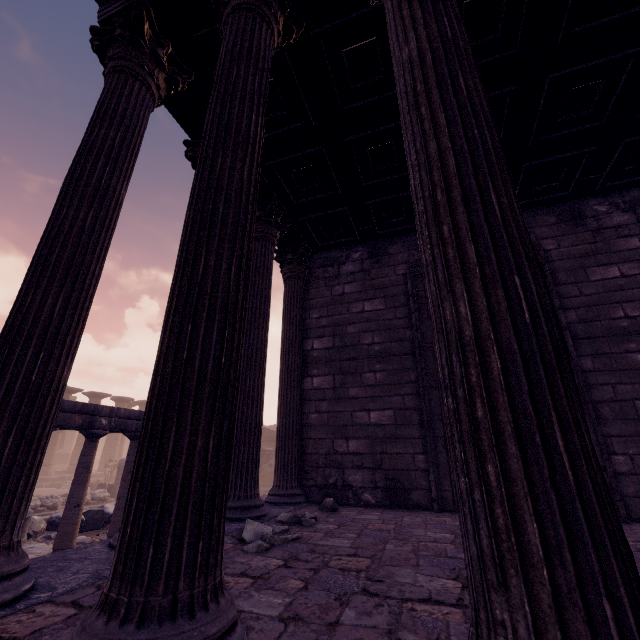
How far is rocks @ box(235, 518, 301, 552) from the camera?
2.7m

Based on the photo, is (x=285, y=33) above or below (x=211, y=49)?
below

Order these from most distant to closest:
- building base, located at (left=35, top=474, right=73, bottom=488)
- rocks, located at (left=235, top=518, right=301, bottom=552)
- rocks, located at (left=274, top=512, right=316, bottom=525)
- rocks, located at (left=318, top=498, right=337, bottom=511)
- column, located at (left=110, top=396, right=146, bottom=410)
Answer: column, located at (left=110, top=396, right=146, bottom=410) → building base, located at (left=35, top=474, right=73, bottom=488) → rocks, located at (left=318, top=498, right=337, bottom=511) → rocks, located at (left=274, top=512, right=316, bottom=525) → rocks, located at (left=235, top=518, right=301, bottom=552)

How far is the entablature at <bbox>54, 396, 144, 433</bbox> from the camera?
6.6m

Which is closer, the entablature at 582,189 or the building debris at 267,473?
the entablature at 582,189

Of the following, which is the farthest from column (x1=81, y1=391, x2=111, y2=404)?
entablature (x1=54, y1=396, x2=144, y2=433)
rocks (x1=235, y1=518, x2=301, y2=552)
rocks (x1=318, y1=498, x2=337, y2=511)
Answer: rocks (x1=235, y1=518, x2=301, y2=552)

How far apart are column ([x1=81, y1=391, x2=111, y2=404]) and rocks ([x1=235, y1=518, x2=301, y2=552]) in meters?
25.0

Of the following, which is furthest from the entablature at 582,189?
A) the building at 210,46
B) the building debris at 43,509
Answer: the building debris at 43,509
